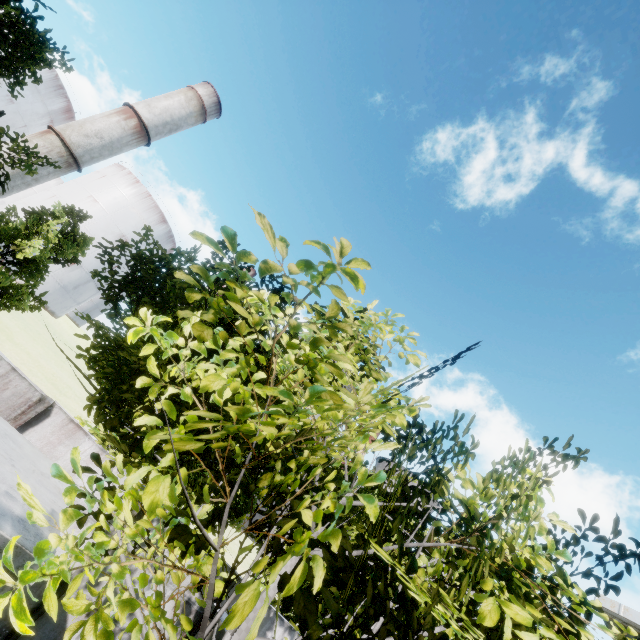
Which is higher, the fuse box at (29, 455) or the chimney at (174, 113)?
the chimney at (174, 113)

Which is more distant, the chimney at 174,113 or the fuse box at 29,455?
the chimney at 174,113

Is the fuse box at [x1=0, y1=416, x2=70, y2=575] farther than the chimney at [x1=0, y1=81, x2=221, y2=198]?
No

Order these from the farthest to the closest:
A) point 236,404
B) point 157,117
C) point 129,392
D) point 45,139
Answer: point 157,117 < point 45,139 < point 129,392 < point 236,404

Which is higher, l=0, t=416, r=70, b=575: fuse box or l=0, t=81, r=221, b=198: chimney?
l=0, t=81, r=221, b=198: chimney
